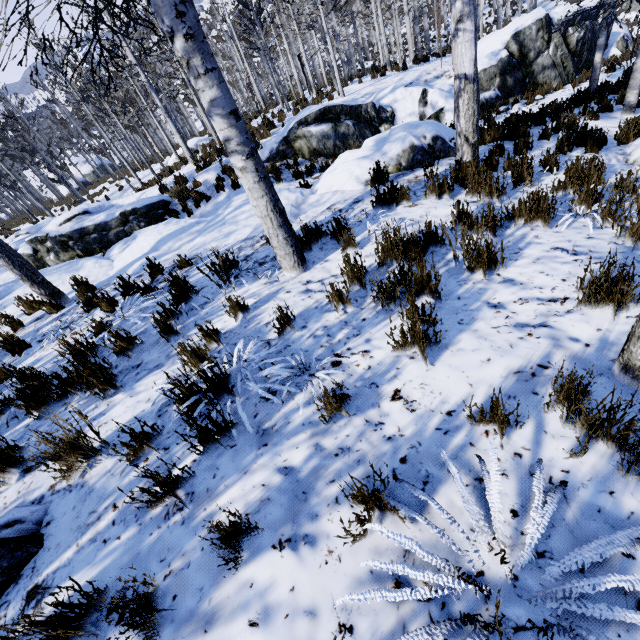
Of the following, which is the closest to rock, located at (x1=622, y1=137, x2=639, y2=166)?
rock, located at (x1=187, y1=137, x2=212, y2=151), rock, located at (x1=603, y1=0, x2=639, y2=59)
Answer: rock, located at (x1=603, y1=0, x2=639, y2=59)

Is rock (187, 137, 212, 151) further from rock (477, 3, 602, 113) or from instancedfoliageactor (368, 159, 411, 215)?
instancedfoliageactor (368, 159, 411, 215)

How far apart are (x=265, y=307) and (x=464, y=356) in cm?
219

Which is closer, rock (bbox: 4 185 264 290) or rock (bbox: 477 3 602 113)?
rock (bbox: 4 185 264 290)

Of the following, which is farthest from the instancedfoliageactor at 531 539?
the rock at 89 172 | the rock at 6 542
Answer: the rock at 89 172

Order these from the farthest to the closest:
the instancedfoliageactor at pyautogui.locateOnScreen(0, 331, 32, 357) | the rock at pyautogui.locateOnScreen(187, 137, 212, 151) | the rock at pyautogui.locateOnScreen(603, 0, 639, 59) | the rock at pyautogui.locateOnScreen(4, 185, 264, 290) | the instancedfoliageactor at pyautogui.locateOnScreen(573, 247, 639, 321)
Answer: the rock at pyautogui.locateOnScreen(187, 137, 212, 151)
the rock at pyautogui.locateOnScreen(603, 0, 639, 59)
the rock at pyautogui.locateOnScreen(4, 185, 264, 290)
the instancedfoliageactor at pyautogui.locateOnScreen(0, 331, 32, 357)
the instancedfoliageactor at pyautogui.locateOnScreen(573, 247, 639, 321)

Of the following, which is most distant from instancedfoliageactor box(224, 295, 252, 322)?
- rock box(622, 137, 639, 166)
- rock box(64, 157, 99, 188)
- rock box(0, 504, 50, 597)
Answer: rock box(64, 157, 99, 188)

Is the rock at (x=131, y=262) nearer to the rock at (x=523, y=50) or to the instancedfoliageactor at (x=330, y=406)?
the instancedfoliageactor at (x=330, y=406)
